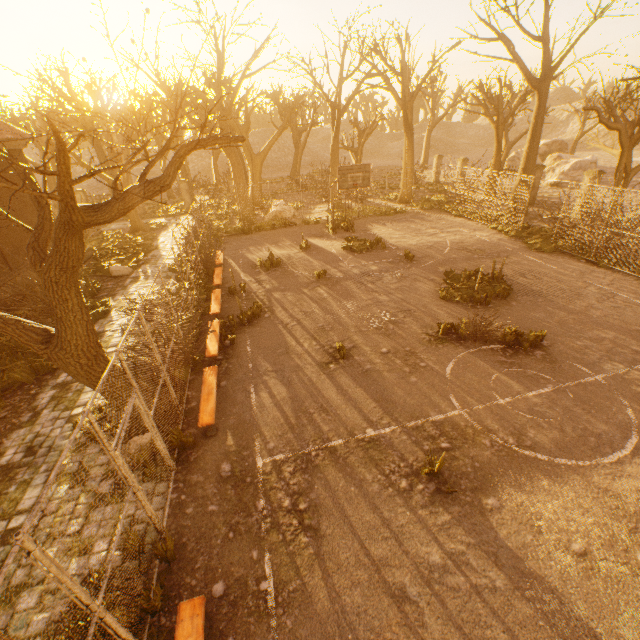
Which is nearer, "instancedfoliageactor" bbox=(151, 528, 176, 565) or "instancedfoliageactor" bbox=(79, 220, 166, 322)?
"instancedfoliageactor" bbox=(151, 528, 176, 565)

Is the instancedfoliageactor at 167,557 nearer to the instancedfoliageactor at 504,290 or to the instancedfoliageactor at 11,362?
the instancedfoliageactor at 11,362

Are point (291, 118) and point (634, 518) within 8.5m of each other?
no

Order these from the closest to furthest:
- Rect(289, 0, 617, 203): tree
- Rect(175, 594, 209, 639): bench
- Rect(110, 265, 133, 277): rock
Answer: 1. Rect(175, 594, 209, 639): bench
2. Rect(110, 265, 133, 277): rock
3. Rect(289, 0, 617, 203): tree

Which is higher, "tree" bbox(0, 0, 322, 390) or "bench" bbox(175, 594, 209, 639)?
"tree" bbox(0, 0, 322, 390)

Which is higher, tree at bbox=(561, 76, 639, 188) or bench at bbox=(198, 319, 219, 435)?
tree at bbox=(561, 76, 639, 188)

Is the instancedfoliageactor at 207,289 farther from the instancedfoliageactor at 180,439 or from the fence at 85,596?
the instancedfoliageactor at 180,439

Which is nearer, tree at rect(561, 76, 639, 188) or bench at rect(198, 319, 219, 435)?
bench at rect(198, 319, 219, 435)
